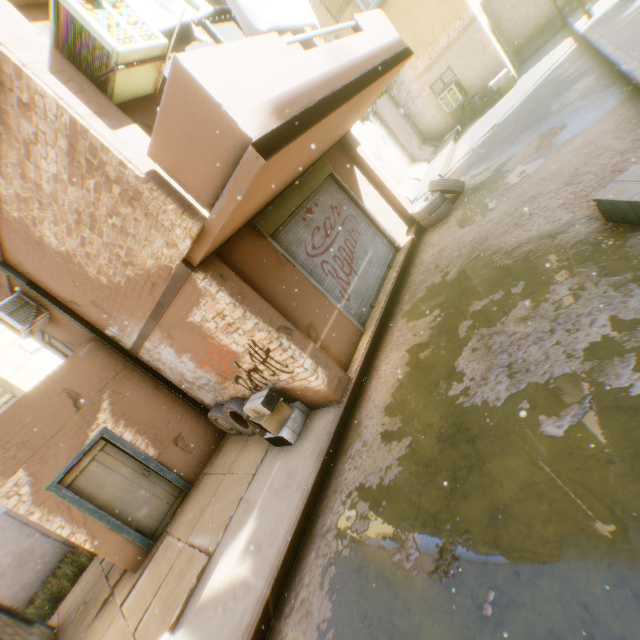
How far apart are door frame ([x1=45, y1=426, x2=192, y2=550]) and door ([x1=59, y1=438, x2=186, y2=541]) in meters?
0.0

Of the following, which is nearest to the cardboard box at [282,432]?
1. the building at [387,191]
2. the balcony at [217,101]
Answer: the building at [387,191]

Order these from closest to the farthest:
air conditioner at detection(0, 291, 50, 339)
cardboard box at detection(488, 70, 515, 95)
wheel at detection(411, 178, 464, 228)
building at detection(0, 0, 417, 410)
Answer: building at detection(0, 0, 417, 410), air conditioner at detection(0, 291, 50, 339), wheel at detection(411, 178, 464, 228), cardboard box at detection(488, 70, 515, 95)

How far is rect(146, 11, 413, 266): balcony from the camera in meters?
3.0

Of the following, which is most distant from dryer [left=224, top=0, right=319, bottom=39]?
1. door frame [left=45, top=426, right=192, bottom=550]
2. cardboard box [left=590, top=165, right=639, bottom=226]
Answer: cardboard box [left=590, top=165, right=639, bottom=226]

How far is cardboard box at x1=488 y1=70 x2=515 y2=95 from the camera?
13.3m

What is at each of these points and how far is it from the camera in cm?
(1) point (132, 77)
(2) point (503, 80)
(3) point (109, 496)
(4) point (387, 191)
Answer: (1) air conditioner, 390
(2) cardboard box, 1338
(3) door, 703
(4) building, 923

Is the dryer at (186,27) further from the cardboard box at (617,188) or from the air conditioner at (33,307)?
the cardboard box at (617,188)
